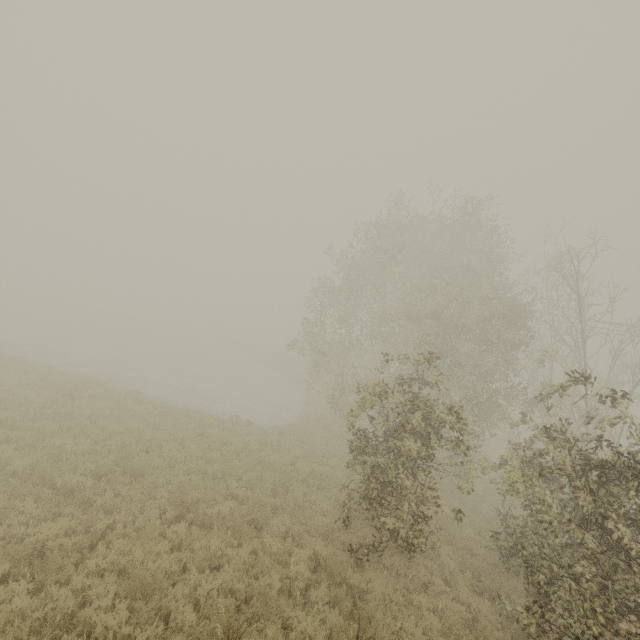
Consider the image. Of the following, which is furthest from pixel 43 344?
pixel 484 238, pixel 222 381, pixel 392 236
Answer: pixel 484 238
